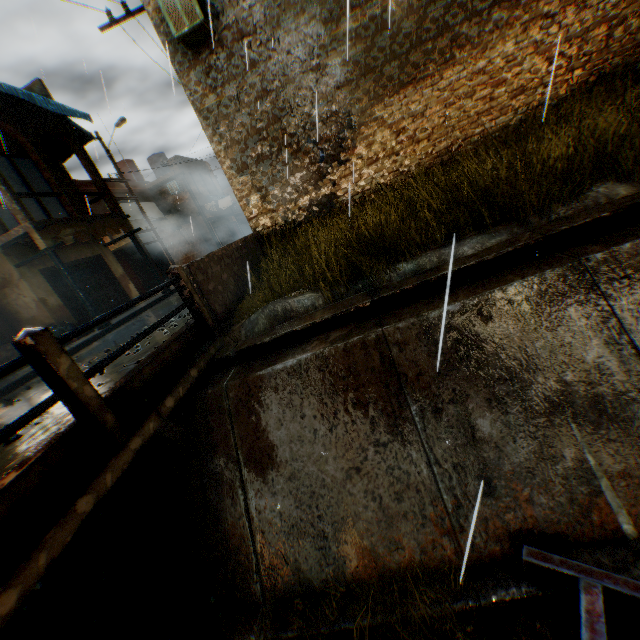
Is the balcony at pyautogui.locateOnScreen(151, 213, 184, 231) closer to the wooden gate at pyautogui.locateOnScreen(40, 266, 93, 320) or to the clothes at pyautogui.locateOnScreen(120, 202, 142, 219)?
the clothes at pyautogui.locateOnScreen(120, 202, 142, 219)

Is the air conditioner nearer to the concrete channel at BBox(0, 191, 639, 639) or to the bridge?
the concrete channel at BBox(0, 191, 639, 639)

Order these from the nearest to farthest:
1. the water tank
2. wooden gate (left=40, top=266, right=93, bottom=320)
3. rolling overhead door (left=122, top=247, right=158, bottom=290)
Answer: wooden gate (left=40, top=266, right=93, bottom=320) < rolling overhead door (left=122, top=247, right=158, bottom=290) < the water tank

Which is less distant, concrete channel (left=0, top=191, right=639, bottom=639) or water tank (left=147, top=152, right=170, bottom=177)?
concrete channel (left=0, top=191, right=639, bottom=639)

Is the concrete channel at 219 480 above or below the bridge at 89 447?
below

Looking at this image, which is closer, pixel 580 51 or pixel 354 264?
pixel 354 264

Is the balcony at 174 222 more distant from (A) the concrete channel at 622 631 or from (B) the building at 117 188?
(A) the concrete channel at 622 631

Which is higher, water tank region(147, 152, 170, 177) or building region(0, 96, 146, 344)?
water tank region(147, 152, 170, 177)
